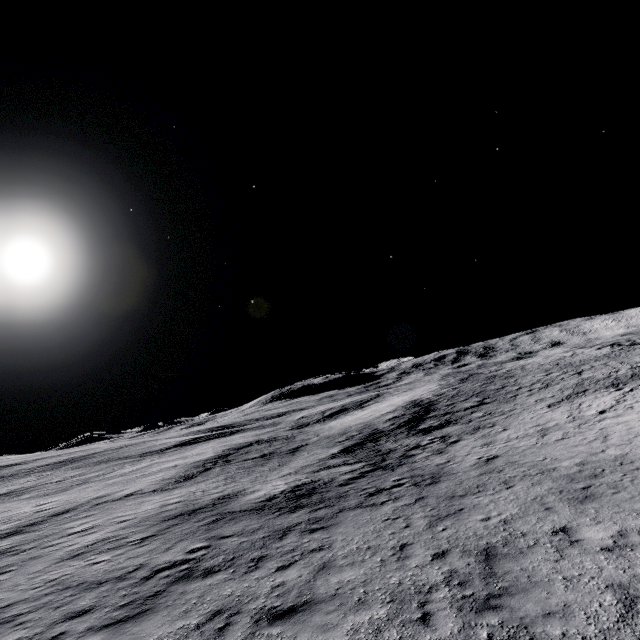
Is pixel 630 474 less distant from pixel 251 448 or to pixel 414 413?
pixel 414 413
